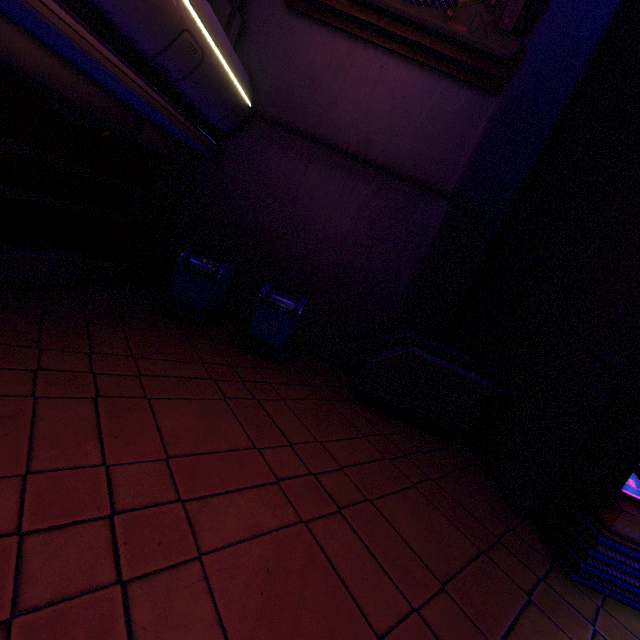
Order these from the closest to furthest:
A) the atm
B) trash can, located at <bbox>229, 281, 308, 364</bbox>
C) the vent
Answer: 1. the atm
2. the vent
3. trash can, located at <bbox>229, 281, 308, 364</bbox>

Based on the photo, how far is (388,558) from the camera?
2.7m

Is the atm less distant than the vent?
Yes

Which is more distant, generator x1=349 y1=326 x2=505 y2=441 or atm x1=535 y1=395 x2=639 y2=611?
generator x1=349 y1=326 x2=505 y2=441

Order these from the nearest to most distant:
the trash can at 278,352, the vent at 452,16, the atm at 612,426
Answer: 1. the atm at 612,426
2. the vent at 452,16
3. the trash can at 278,352

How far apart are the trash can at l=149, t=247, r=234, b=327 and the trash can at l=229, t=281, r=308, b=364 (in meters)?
0.50

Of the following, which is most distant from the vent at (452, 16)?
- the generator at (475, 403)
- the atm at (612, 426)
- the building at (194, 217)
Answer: the atm at (612, 426)

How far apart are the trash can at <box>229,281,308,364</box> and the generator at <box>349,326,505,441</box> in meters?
1.1 m
